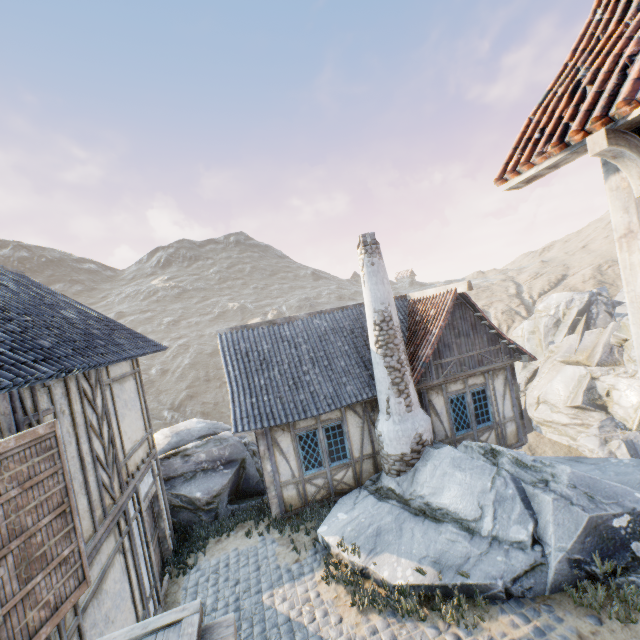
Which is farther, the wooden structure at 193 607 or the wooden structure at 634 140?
the wooden structure at 193 607

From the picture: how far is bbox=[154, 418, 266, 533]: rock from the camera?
10.21m

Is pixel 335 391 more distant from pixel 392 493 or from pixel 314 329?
pixel 392 493

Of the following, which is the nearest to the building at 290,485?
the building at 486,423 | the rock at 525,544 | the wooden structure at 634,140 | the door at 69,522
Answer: the rock at 525,544

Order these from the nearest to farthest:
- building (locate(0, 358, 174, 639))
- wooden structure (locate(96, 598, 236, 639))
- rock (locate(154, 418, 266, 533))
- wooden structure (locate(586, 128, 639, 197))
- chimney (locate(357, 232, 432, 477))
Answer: wooden structure (locate(586, 128, 639, 197)), wooden structure (locate(96, 598, 236, 639)), building (locate(0, 358, 174, 639)), chimney (locate(357, 232, 432, 477)), rock (locate(154, 418, 266, 533))

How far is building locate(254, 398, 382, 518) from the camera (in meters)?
9.77

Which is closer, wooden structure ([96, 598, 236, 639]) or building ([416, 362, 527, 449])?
wooden structure ([96, 598, 236, 639])

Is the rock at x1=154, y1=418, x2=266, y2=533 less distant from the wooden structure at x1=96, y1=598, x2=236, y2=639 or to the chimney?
the chimney
